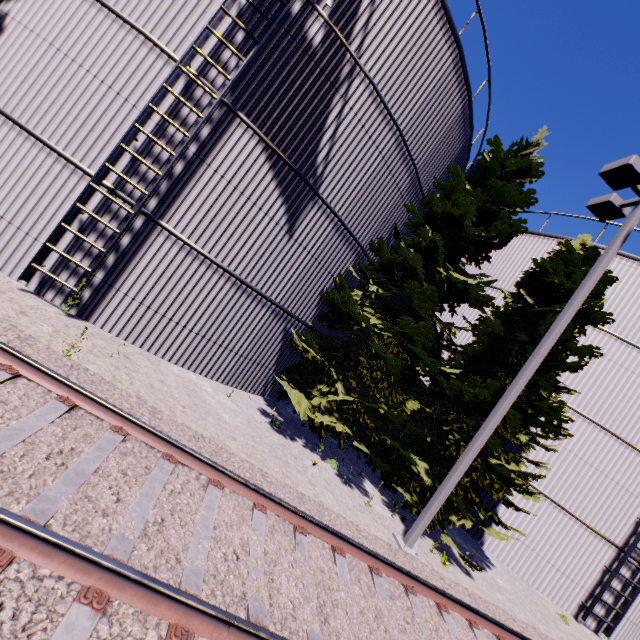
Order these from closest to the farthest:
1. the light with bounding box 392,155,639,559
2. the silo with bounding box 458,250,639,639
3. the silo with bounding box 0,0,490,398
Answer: the silo with bounding box 0,0,490,398 < the light with bounding box 392,155,639,559 < the silo with bounding box 458,250,639,639

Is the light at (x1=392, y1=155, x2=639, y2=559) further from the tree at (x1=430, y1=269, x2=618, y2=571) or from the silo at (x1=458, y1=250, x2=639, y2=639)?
the silo at (x1=458, y1=250, x2=639, y2=639)

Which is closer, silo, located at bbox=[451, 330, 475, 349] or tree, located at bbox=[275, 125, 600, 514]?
tree, located at bbox=[275, 125, 600, 514]

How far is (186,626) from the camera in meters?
2.7

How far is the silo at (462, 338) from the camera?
14.0 meters

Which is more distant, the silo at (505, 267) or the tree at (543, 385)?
the silo at (505, 267)

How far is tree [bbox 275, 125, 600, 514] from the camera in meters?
9.1 m

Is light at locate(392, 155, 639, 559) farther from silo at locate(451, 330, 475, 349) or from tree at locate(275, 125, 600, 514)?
silo at locate(451, 330, 475, 349)
